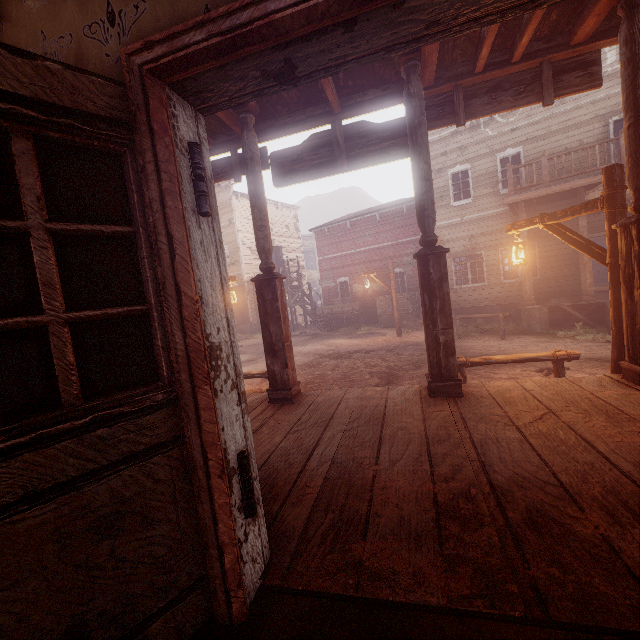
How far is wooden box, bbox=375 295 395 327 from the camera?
18.3 meters

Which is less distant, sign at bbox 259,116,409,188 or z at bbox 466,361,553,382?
sign at bbox 259,116,409,188

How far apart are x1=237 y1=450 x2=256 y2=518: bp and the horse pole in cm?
485

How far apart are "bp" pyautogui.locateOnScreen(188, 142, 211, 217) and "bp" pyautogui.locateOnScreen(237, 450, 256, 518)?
1.07m

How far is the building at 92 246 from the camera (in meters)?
Answer: 1.41

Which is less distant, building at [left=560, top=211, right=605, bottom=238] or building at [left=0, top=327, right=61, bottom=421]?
building at [left=0, top=327, right=61, bottom=421]

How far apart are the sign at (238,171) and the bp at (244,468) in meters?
4.0

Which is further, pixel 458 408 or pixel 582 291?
pixel 582 291
